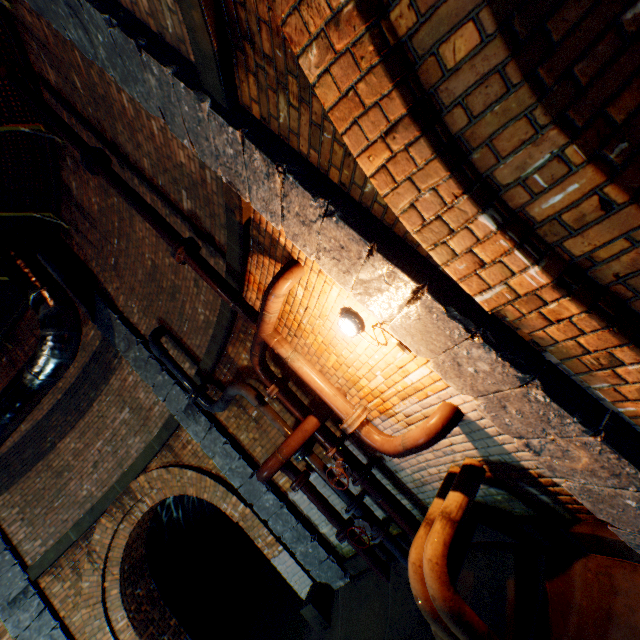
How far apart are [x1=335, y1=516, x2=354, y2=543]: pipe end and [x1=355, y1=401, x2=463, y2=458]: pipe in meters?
2.1

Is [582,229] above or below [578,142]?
below

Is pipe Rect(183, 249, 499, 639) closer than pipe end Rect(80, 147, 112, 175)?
Yes

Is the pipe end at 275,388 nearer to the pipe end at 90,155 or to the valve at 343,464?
the valve at 343,464

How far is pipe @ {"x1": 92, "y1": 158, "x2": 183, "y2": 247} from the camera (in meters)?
4.16

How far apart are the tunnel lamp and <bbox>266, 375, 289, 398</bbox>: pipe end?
1.7 meters

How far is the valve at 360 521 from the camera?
4.4m

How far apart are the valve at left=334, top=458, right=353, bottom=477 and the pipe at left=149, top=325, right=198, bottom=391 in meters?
2.9 m
